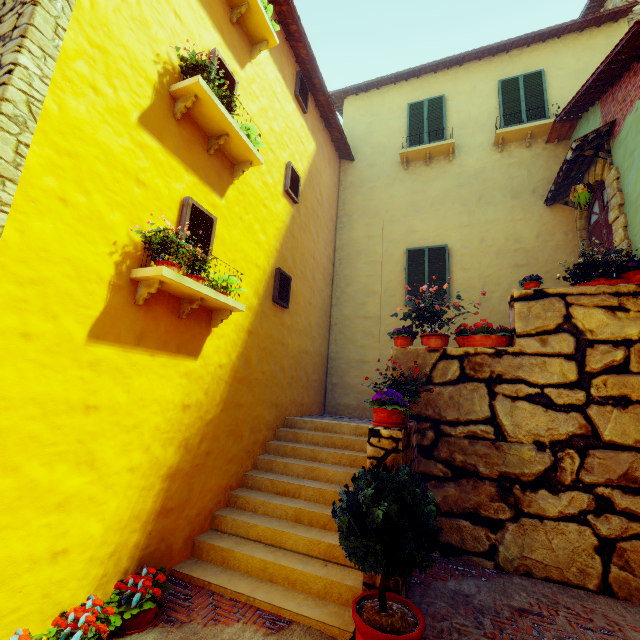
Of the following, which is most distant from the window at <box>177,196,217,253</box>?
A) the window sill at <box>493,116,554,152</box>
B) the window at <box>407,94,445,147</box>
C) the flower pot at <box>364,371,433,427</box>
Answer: the window sill at <box>493,116,554,152</box>

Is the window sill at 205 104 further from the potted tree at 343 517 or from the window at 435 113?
the window at 435 113

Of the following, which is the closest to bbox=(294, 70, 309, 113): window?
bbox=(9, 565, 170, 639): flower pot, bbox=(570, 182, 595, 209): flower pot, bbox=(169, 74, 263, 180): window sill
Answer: bbox=(169, 74, 263, 180): window sill

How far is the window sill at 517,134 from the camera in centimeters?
813cm

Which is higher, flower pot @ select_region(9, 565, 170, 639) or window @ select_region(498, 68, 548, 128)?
window @ select_region(498, 68, 548, 128)

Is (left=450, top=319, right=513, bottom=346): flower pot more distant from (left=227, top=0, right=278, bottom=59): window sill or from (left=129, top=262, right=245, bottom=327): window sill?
(left=227, top=0, right=278, bottom=59): window sill

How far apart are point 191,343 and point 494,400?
4.7m

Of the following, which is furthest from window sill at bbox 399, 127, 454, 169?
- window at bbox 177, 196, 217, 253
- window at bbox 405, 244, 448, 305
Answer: window at bbox 177, 196, 217, 253
